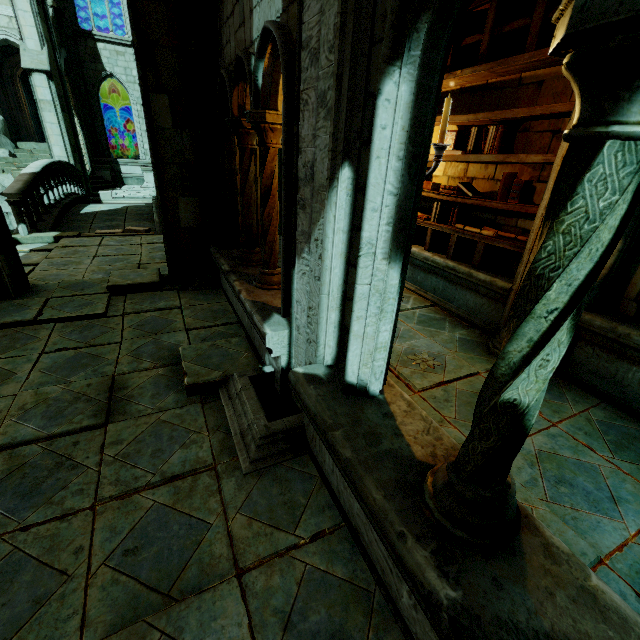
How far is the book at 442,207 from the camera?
4.4m

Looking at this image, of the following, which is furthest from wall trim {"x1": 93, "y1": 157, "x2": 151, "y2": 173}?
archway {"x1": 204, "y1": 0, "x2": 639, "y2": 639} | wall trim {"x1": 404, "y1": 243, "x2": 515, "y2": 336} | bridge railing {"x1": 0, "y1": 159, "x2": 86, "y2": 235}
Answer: wall trim {"x1": 404, "y1": 243, "x2": 515, "y2": 336}

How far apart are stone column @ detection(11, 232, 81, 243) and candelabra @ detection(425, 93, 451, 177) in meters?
9.0 m

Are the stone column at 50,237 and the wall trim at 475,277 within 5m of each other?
no

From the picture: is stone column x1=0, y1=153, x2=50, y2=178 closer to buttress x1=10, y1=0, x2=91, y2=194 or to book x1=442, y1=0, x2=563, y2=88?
buttress x1=10, y1=0, x2=91, y2=194

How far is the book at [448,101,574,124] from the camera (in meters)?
3.75

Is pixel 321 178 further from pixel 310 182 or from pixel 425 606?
pixel 425 606

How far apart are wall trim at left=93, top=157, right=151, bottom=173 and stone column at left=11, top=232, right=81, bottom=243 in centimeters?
1459cm
